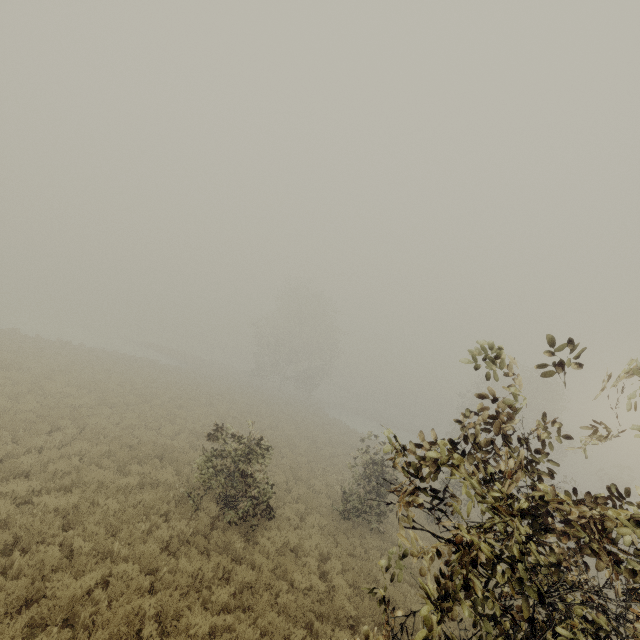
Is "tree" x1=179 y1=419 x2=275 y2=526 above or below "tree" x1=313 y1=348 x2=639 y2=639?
below

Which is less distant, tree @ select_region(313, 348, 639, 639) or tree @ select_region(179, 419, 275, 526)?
tree @ select_region(313, 348, 639, 639)

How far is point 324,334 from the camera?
49.69m

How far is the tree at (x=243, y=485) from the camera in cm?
1003

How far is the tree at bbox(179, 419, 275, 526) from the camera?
10.0 meters

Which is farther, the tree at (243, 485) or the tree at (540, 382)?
the tree at (243, 485)
